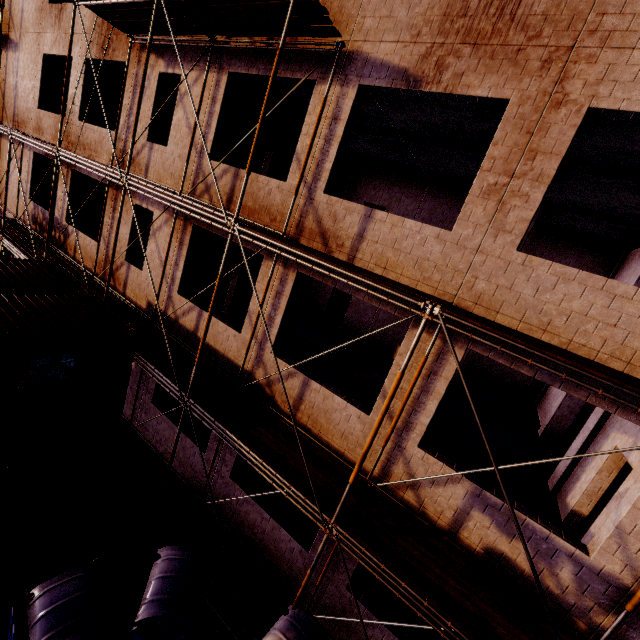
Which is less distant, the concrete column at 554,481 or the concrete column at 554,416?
the concrete column at 554,481

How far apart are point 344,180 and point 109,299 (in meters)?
11.10

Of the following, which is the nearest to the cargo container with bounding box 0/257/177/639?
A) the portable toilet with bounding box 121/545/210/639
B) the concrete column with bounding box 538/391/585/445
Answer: the portable toilet with bounding box 121/545/210/639

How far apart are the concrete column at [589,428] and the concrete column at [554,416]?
3.4m

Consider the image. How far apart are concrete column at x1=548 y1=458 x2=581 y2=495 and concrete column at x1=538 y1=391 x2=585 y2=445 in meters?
3.4

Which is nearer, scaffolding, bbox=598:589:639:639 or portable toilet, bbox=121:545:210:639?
scaffolding, bbox=598:589:639:639

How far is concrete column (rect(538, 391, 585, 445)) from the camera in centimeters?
1126cm

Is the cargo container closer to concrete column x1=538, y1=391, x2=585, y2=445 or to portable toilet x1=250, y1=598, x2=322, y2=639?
portable toilet x1=250, y1=598, x2=322, y2=639
